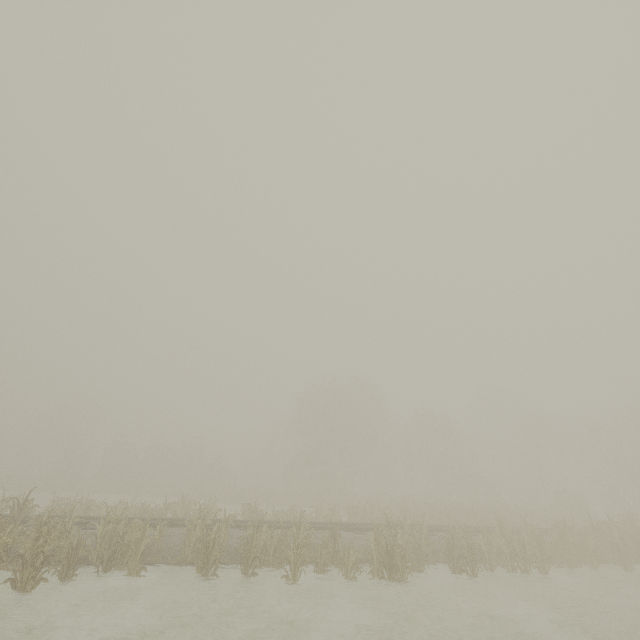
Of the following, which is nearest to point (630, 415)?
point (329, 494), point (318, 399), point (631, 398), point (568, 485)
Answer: point (631, 398)
